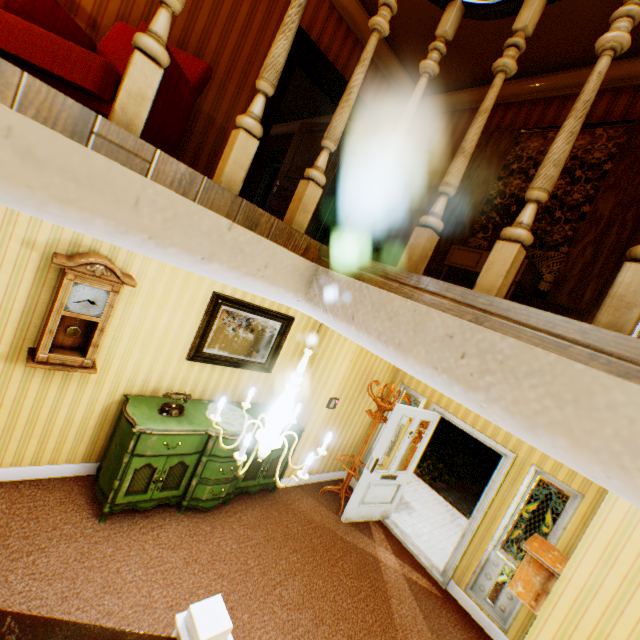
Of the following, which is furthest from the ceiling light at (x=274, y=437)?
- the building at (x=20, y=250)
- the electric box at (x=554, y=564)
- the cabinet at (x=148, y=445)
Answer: the electric box at (x=554, y=564)

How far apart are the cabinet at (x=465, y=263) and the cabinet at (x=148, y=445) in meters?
2.7

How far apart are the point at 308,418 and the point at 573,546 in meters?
3.8 m

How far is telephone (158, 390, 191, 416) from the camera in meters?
3.8

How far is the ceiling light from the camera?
2.0 meters

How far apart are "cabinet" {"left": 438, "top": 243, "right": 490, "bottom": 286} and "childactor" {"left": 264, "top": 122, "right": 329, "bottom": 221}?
2.16m

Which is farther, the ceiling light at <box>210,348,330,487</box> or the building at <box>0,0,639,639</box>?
the ceiling light at <box>210,348,330,487</box>

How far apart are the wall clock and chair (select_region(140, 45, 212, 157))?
0.9 meters
